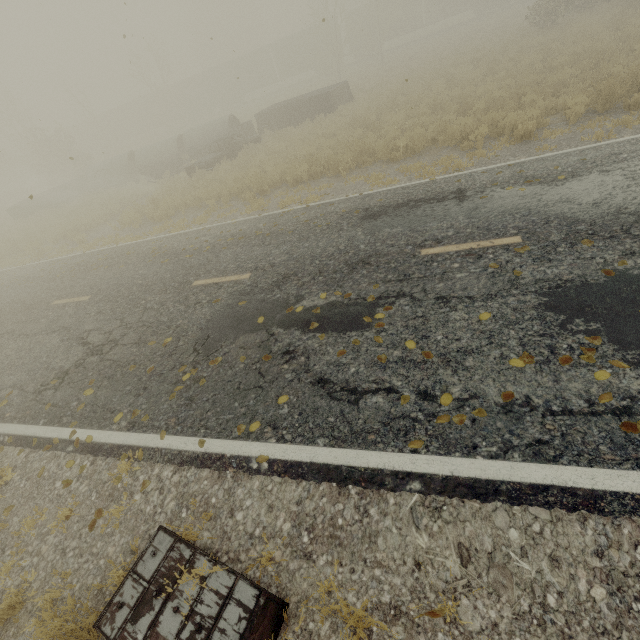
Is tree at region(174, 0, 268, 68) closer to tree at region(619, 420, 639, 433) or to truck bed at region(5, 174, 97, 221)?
truck bed at region(5, 174, 97, 221)

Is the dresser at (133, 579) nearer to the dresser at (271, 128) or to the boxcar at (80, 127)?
the dresser at (271, 128)

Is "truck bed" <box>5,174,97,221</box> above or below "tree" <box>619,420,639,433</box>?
above

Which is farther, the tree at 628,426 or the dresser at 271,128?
the dresser at 271,128

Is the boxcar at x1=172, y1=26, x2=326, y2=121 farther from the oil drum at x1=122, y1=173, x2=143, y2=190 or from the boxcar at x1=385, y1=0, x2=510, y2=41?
the oil drum at x1=122, y1=173, x2=143, y2=190

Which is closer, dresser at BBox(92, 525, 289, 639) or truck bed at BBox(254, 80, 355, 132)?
dresser at BBox(92, 525, 289, 639)

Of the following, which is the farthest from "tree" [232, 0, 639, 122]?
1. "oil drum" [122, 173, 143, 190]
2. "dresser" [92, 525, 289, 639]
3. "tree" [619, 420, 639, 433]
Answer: "dresser" [92, 525, 289, 639]

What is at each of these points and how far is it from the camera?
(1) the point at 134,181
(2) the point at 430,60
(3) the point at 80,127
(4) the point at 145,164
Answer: (1) oil drum, 22.02m
(2) tree, 22.69m
(3) boxcar, 47.72m
(4) concrete pipe, 22.56m
